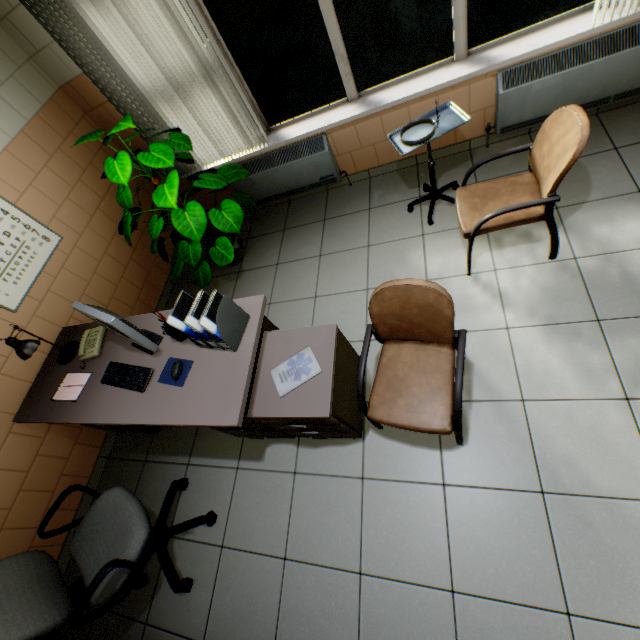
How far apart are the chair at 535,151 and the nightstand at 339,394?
1.08m

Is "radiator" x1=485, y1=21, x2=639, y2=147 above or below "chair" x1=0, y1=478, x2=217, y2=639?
below

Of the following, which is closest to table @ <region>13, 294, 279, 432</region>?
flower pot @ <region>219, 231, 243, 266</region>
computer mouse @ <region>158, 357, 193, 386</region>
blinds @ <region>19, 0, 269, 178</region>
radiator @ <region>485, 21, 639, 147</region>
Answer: computer mouse @ <region>158, 357, 193, 386</region>

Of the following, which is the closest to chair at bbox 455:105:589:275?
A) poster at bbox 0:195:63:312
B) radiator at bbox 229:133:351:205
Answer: radiator at bbox 229:133:351:205

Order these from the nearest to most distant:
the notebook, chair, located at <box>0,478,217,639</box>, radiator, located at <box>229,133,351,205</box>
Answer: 1. chair, located at <box>0,478,217,639</box>
2. the notebook
3. radiator, located at <box>229,133,351,205</box>

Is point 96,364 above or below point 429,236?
above

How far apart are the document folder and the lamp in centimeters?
109cm

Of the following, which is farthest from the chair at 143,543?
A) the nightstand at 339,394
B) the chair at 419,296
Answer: the chair at 419,296
